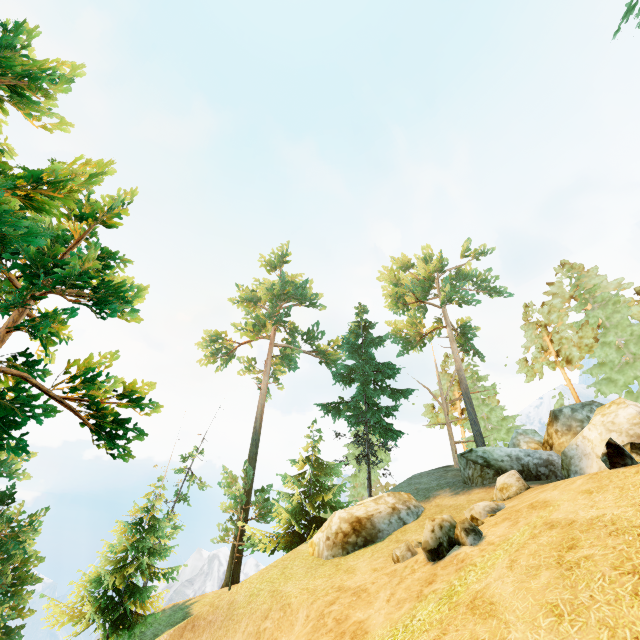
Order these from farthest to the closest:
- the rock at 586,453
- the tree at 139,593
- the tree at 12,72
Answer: the tree at 139,593 → the rock at 586,453 → the tree at 12,72

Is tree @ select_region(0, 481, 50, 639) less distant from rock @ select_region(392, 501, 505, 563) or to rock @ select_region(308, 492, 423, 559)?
rock @ select_region(308, 492, 423, 559)

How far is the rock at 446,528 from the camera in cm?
850

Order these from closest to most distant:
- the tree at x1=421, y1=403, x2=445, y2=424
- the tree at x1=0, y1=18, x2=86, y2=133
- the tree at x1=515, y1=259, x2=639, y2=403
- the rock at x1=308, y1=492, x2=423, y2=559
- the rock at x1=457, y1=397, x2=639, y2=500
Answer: the tree at x1=0, y1=18, x2=86, y2=133
the rock at x1=457, y1=397, x2=639, y2=500
the rock at x1=308, y1=492, x2=423, y2=559
the tree at x1=515, y1=259, x2=639, y2=403
the tree at x1=421, y1=403, x2=445, y2=424

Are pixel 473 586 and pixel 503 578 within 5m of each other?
yes

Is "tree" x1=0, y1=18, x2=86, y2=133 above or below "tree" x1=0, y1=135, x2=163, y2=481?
above

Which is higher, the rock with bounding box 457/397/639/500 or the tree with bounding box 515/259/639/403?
the tree with bounding box 515/259/639/403
